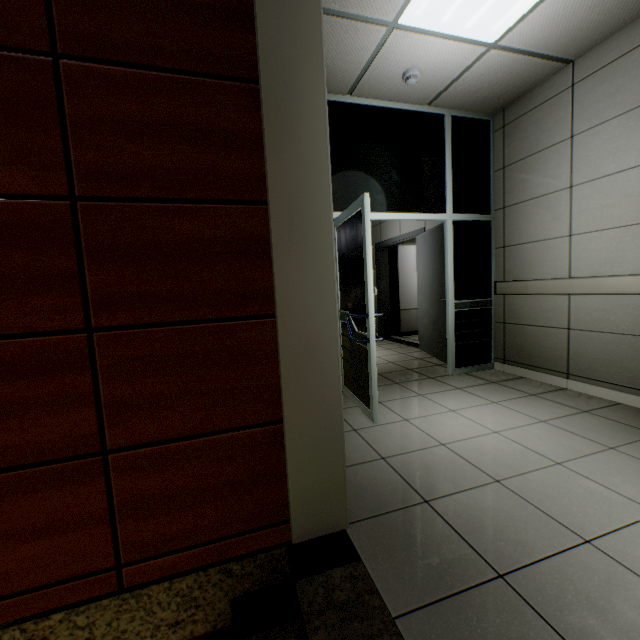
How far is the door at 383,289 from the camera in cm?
467

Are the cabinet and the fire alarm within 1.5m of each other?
no

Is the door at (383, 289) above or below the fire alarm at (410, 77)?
below

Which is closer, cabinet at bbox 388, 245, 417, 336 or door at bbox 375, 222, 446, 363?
door at bbox 375, 222, 446, 363

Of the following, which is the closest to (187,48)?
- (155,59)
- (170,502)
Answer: (155,59)

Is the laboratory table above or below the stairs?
above

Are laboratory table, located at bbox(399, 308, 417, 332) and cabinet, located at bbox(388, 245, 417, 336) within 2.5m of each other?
yes

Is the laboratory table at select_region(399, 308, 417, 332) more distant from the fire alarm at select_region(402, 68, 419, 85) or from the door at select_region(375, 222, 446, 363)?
the fire alarm at select_region(402, 68, 419, 85)
